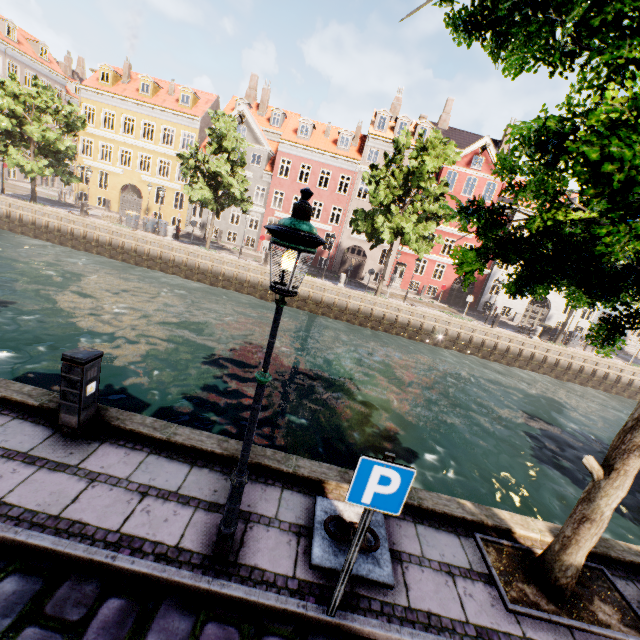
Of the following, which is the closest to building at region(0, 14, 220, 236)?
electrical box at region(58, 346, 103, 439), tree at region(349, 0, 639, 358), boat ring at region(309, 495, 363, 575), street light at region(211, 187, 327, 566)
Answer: tree at region(349, 0, 639, 358)

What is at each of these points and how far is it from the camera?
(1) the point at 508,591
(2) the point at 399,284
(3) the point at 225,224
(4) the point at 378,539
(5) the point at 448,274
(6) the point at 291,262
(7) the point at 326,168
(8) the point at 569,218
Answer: (1) tree planter, 4.0 meters
(2) building, 34.6 meters
(3) building, 33.3 meters
(4) boat ring, 4.1 meters
(5) building, 33.8 meters
(6) street light, 2.6 meters
(7) building, 31.1 meters
(8) tree, 4.3 meters

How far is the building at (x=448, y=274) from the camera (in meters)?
32.78

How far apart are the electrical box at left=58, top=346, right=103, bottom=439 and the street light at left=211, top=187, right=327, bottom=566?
2.6m

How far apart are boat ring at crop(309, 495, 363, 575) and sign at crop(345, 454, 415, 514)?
1.5m

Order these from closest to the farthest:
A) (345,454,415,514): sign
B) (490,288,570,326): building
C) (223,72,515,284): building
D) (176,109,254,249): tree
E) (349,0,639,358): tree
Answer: (349,0,639,358): tree → (345,454,415,514): sign → (176,109,254,249): tree → (223,72,515,284): building → (490,288,570,326): building

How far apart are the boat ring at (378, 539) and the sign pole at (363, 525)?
0.4 meters

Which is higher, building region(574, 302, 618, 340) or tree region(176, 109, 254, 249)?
tree region(176, 109, 254, 249)
